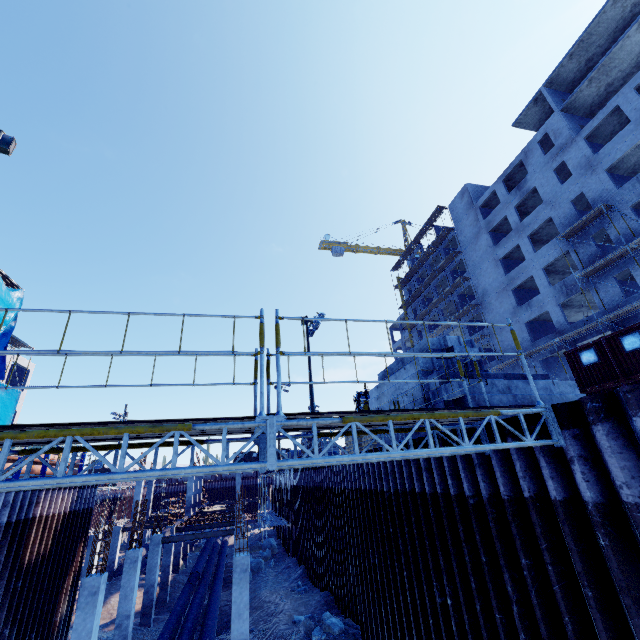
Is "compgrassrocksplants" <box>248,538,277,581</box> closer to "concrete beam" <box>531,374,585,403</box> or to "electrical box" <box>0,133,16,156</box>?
"concrete beam" <box>531,374,585,403</box>

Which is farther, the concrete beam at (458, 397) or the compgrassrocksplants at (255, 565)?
the compgrassrocksplants at (255, 565)

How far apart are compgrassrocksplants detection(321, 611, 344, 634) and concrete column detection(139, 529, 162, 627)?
12.5m

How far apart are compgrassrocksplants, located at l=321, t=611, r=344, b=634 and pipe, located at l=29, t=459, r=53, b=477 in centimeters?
1223cm

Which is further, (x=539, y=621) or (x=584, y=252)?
(x=584, y=252)

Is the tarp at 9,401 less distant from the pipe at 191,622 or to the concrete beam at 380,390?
the pipe at 191,622

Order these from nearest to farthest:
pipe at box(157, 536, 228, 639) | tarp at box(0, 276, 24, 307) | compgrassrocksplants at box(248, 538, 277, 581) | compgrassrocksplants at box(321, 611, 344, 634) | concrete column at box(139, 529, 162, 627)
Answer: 1. compgrassrocksplants at box(321, 611, 344, 634)
2. pipe at box(157, 536, 228, 639)
3. concrete column at box(139, 529, 162, 627)
4. compgrassrocksplants at box(248, 538, 277, 581)
5. tarp at box(0, 276, 24, 307)

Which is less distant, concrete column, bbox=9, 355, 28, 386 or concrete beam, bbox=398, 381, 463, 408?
concrete beam, bbox=398, 381, 463, 408
